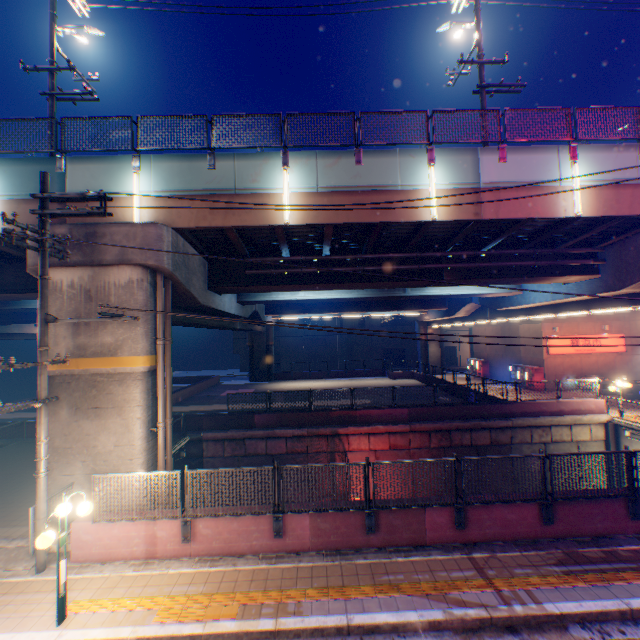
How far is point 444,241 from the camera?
13.73m

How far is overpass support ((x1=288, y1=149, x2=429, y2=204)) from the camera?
10.94m

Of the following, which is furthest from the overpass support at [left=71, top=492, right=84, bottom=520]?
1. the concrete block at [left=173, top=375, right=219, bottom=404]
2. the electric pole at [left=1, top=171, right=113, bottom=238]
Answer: the electric pole at [left=1, top=171, right=113, bottom=238]

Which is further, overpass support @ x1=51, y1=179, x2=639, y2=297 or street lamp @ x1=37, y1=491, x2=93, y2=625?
overpass support @ x1=51, y1=179, x2=639, y2=297

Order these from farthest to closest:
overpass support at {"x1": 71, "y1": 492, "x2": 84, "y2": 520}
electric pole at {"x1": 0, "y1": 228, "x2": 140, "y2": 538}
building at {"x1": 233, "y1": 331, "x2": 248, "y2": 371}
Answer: building at {"x1": 233, "y1": 331, "x2": 248, "y2": 371} < overpass support at {"x1": 71, "y1": 492, "x2": 84, "y2": 520} < electric pole at {"x1": 0, "y1": 228, "x2": 140, "y2": 538}

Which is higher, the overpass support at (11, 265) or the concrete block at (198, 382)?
the overpass support at (11, 265)

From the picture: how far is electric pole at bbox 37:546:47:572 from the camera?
7.8 meters

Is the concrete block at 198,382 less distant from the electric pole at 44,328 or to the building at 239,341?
the building at 239,341
